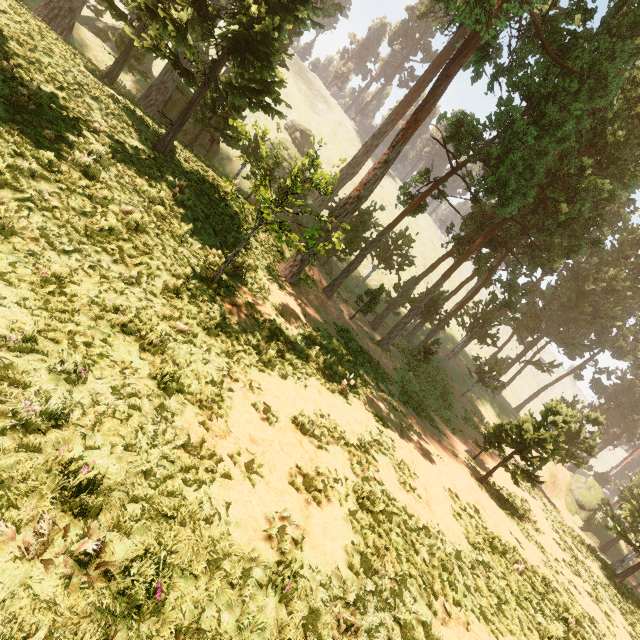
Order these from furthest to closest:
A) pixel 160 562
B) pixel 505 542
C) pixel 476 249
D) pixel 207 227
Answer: pixel 476 249 → pixel 207 227 → pixel 505 542 → pixel 160 562
